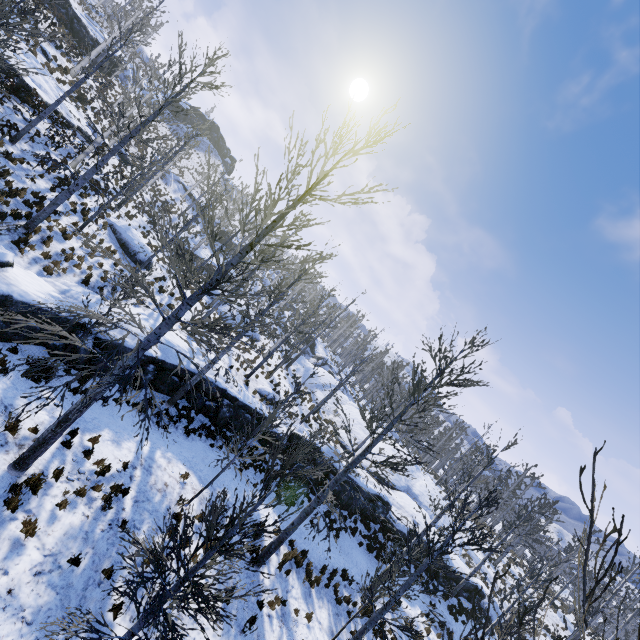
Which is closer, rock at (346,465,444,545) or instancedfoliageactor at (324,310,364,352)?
rock at (346,465,444,545)

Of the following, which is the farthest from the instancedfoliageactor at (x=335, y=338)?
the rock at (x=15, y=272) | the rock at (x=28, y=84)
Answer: the rock at (x=28, y=84)

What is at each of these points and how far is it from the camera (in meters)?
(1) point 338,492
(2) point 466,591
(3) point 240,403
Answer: (1) rock, 18.27
(2) rock, 21.73
(3) rock, 16.33

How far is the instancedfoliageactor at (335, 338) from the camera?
56.91m

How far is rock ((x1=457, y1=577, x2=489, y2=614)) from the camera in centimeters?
2155cm
